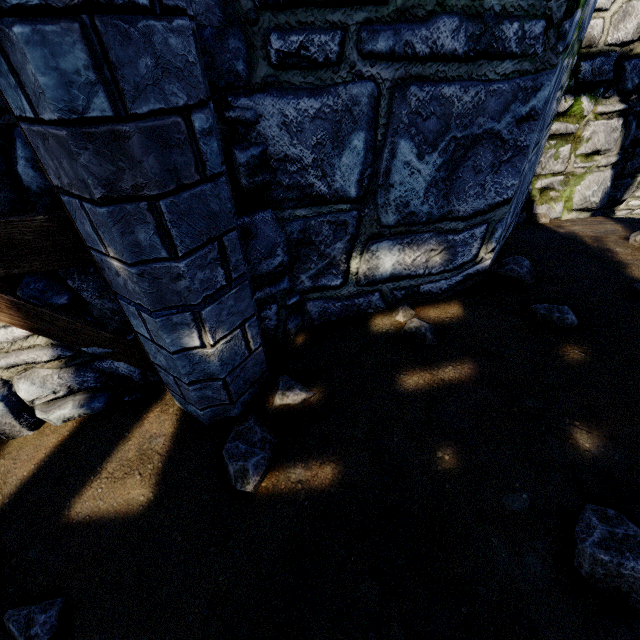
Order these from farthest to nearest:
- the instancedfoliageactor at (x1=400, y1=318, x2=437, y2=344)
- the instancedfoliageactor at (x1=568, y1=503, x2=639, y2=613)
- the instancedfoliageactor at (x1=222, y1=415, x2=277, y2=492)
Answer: the instancedfoliageactor at (x1=400, y1=318, x2=437, y2=344), the instancedfoliageactor at (x1=222, y1=415, x2=277, y2=492), the instancedfoliageactor at (x1=568, y1=503, x2=639, y2=613)

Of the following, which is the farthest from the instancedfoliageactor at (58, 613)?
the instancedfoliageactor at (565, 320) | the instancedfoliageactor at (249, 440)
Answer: the instancedfoliageactor at (565, 320)

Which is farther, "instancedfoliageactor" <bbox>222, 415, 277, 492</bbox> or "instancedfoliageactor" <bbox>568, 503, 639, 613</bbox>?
"instancedfoliageactor" <bbox>222, 415, 277, 492</bbox>

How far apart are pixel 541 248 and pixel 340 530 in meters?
3.3

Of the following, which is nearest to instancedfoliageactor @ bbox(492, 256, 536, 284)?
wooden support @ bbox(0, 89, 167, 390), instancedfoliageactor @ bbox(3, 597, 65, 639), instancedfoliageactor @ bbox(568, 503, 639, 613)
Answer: instancedfoliageactor @ bbox(568, 503, 639, 613)

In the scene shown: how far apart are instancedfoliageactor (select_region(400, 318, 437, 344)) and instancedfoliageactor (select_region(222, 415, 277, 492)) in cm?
109

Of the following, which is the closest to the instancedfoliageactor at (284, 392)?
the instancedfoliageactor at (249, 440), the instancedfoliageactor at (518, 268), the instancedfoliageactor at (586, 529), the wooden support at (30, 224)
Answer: the instancedfoliageactor at (249, 440)

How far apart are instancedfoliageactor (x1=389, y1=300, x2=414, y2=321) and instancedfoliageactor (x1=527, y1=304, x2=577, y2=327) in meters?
0.7
